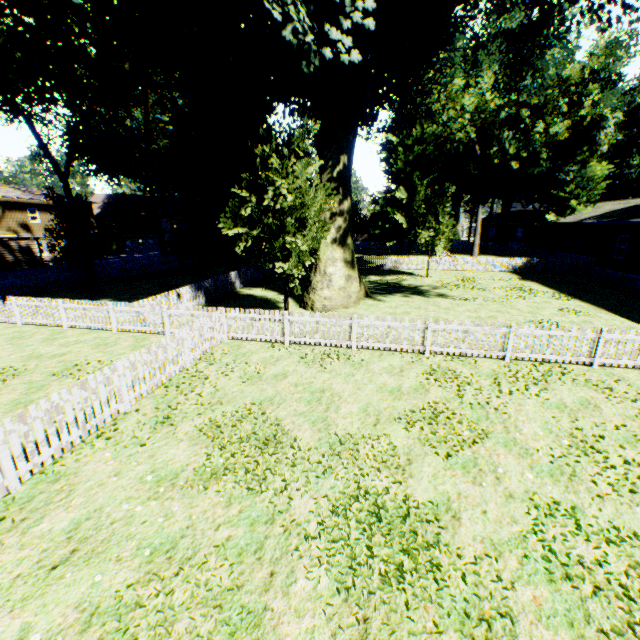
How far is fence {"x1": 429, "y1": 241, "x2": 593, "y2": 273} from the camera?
28.5m

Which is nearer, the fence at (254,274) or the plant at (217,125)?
the fence at (254,274)

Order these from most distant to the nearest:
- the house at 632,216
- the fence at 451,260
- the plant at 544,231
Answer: the plant at 544,231, the fence at 451,260, the house at 632,216

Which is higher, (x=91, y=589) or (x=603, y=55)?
(x=603, y=55)

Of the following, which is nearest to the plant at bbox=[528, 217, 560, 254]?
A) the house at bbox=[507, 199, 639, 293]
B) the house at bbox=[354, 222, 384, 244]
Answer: the house at bbox=[507, 199, 639, 293]

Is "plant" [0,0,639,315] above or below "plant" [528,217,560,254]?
above

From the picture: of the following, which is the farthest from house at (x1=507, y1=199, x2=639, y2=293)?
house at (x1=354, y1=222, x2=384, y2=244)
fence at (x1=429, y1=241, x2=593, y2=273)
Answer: house at (x1=354, y1=222, x2=384, y2=244)

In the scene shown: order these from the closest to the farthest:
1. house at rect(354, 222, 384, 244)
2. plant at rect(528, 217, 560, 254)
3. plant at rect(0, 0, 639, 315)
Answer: plant at rect(0, 0, 639, 315), plant at rect(528, 217, 560, 254), house at rect(354, 222, 384, 244)
